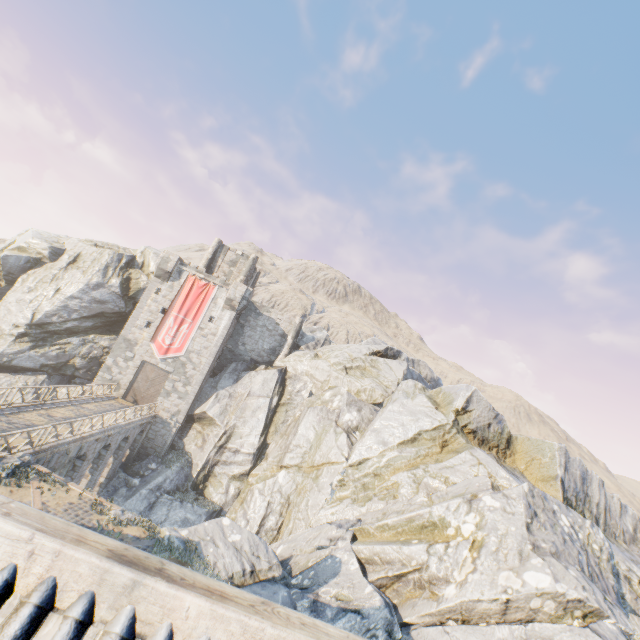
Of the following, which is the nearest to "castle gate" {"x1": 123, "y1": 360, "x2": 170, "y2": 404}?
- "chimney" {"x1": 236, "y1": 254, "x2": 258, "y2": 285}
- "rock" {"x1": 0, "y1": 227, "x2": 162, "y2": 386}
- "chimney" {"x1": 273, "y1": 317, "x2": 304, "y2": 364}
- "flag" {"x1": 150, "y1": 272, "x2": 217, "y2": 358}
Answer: "flag" {"x1": 150, "y1": 272, "x2": 217, "y2": 358}

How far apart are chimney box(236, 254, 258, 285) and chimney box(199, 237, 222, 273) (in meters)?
3.19

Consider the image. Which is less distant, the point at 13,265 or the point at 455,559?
the point at 455,559

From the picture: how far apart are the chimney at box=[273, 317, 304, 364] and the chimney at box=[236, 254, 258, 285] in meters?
7.3 m

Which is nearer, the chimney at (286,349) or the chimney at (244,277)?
the chimney at (286,349)

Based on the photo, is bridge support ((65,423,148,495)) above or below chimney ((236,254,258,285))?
below

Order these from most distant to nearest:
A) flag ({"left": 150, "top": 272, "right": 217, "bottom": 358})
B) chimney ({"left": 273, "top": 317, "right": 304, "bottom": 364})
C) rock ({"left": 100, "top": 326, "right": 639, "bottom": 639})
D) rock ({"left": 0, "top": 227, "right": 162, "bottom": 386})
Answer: chimney ({"left": 273, "top": 317, "right": 304, "bottom": 364}) → flag ({"left": 150, "top": 272, "right": 217, "bottom": 358}) → rock ({"left": 0, "top": 227, "right": 162, "bottom": 386}) → rock ({"left": 100, "top": 326, "right": 639, "bottom": 639})

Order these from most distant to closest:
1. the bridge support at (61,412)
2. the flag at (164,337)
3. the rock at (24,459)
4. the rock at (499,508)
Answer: the flag at (164,337), the bridge support at (61,412), the rock at (24,459), the rock at (499,508)
